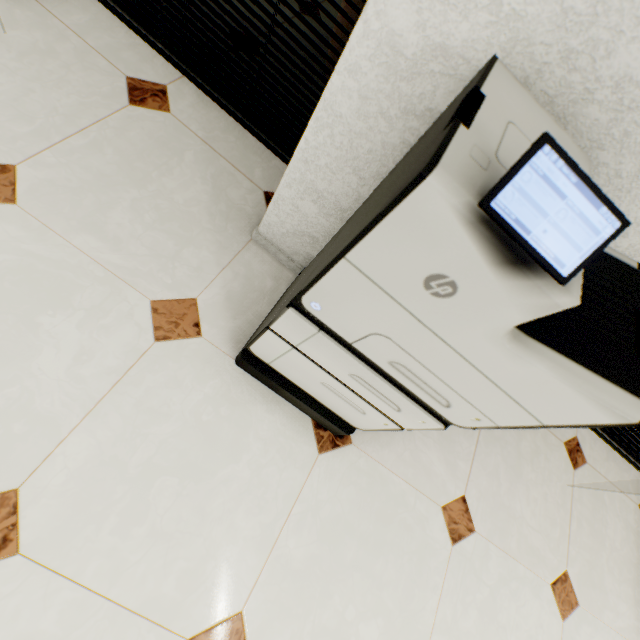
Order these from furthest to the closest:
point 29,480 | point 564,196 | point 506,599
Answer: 1. point 506,599
2. point 29,480
3. point 564,196
